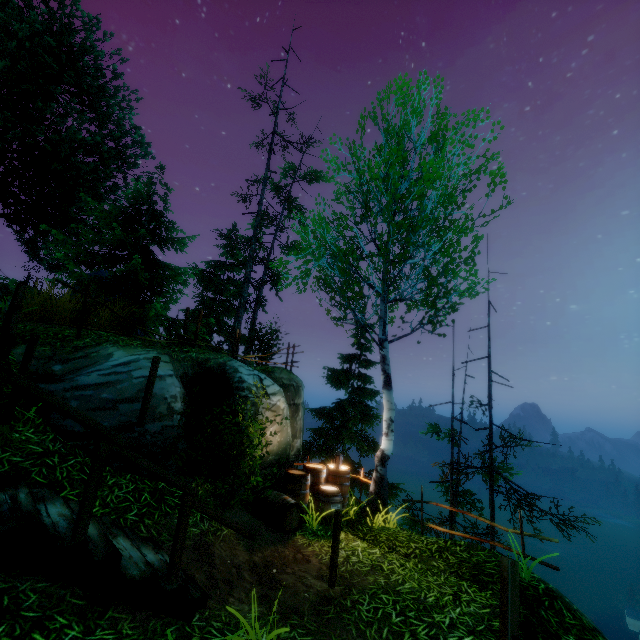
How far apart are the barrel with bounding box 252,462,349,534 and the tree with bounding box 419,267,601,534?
4.6 meters

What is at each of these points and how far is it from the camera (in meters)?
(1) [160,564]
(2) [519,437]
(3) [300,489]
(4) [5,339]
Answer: (1) stairs, 3.78
(2) tree, 8.52
(3) barrel, 7.67
(4) rail, 4.06

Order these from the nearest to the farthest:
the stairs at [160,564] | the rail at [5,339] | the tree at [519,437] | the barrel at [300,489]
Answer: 1. the stairs at [160,564]
2. the rail at [5,339]
3. the barrel at [300,489]
4. the tree at [519,437]

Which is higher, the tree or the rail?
the rail

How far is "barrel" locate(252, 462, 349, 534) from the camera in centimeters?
682cm

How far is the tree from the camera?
9.07m

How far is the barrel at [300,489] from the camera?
6.82m

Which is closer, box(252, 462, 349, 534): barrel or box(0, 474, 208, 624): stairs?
box(0, 474, 208, 624): stairs
